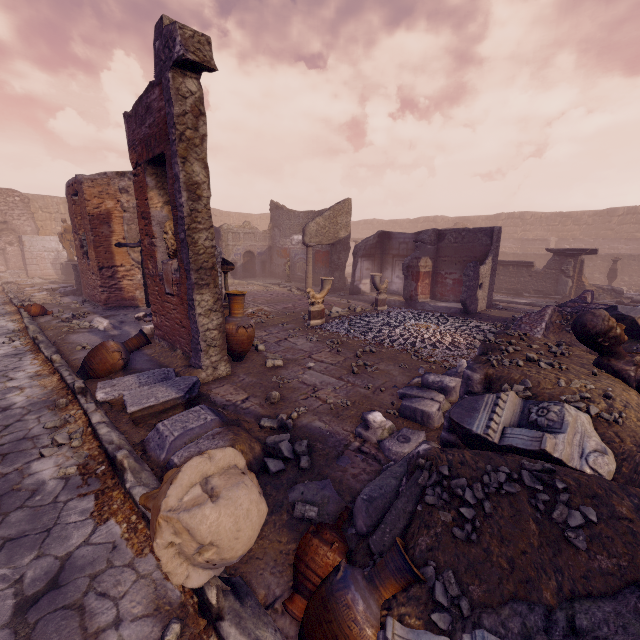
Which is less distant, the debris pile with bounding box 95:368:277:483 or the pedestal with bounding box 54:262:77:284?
the debris pile with bounding box 95:368:277:483

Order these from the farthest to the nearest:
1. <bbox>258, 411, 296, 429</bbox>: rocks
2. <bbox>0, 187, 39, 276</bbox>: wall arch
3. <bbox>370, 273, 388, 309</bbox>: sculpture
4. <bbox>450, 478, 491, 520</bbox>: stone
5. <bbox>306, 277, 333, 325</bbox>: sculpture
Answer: <bbox>0, 187, 39, 276</bbox>: wall arch < <bbox>370, 273, 388, 309</bbox>: sculpture < <bbox>306, 277, 333, 325</bbox>: sculpture < <bbox>258, 411, 296, 429</bbox>: rocks < <bbox>450, 478, 491, 520</bbox>: stone

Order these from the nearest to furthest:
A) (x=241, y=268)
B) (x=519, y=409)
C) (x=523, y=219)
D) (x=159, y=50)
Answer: (x=519, y=409) < (x=159, y=50) < (x=241, y=268) < (x=523, y=219)

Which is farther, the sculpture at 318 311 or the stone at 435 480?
the sculpture at 318 311

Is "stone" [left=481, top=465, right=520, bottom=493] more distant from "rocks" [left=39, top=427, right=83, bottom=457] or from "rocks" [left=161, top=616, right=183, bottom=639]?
"rocks" [left=39, top=427, right=83, bottom=457]

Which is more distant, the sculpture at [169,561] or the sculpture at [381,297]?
the sculpture at [381,297]

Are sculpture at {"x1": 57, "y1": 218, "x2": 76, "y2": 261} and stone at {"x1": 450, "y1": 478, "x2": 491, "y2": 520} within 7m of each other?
no

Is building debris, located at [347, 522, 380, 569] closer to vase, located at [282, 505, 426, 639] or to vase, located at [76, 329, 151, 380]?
vase, located at [282, 505, 426, 639]
